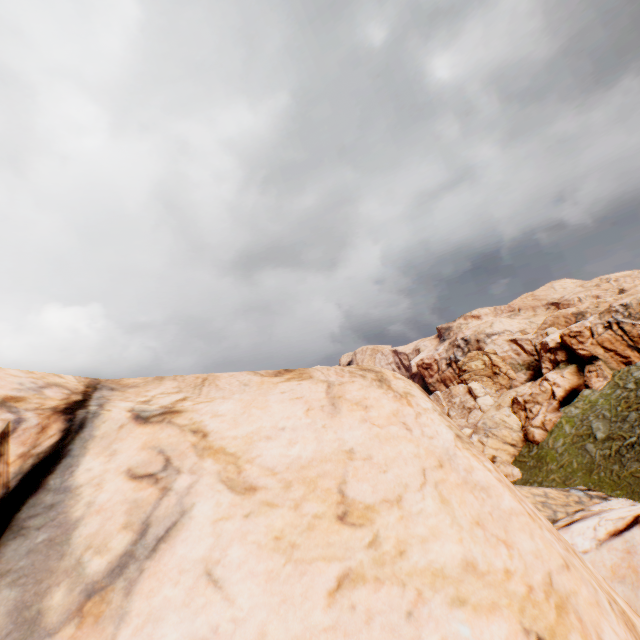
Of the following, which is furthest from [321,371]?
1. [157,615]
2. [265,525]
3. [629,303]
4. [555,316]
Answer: [555,316]
